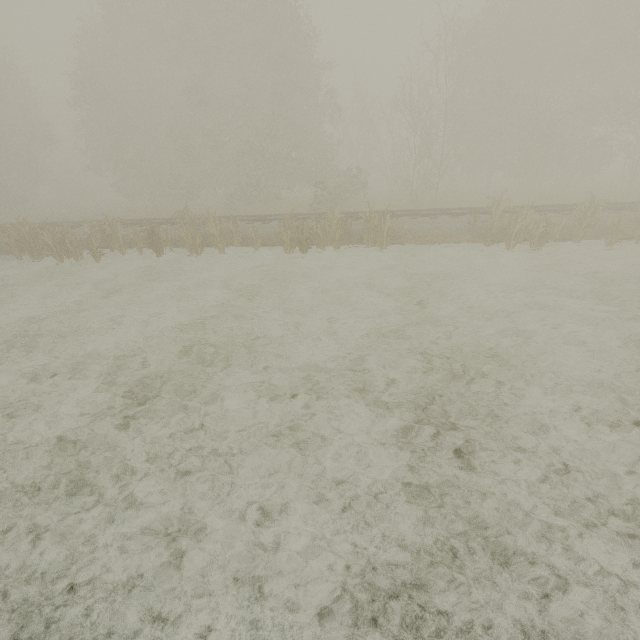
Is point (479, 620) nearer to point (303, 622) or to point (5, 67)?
point (303, 622)
